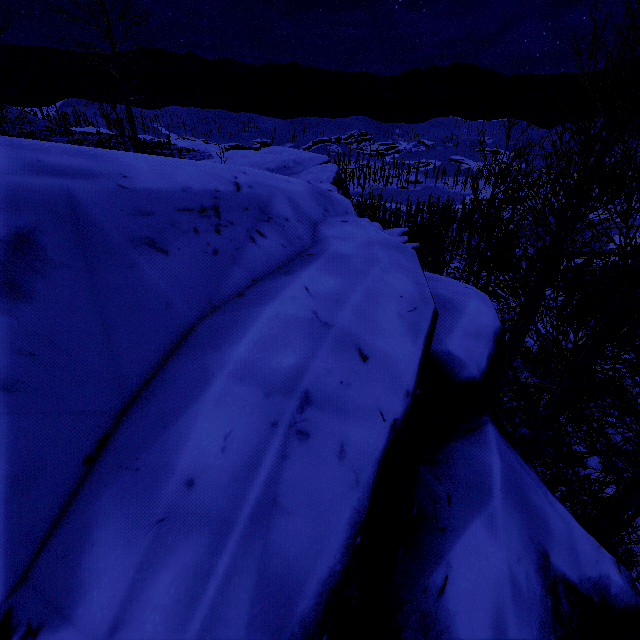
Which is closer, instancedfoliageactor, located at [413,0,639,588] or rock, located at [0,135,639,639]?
rock, located at [0,135,639,639]

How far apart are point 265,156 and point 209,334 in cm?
1886

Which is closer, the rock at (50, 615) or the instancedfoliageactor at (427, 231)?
the rock at (50, 615)
